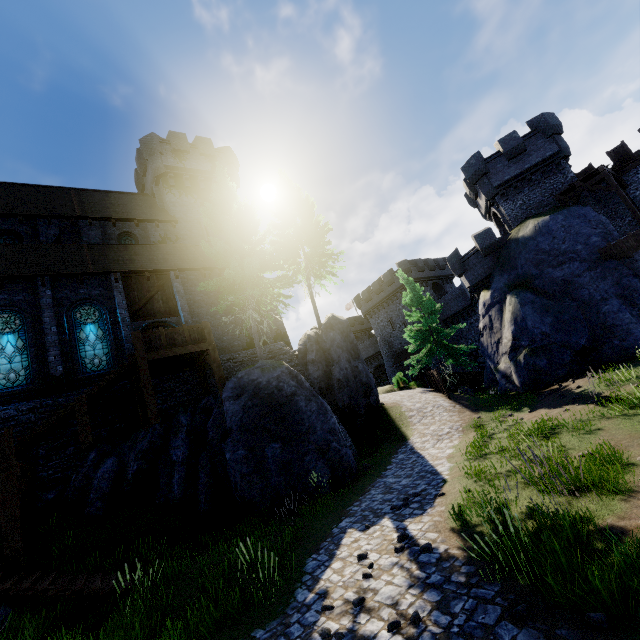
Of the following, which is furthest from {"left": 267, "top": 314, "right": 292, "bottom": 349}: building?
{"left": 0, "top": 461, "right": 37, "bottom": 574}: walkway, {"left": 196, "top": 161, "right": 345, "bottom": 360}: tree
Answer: {"left": 0, "top": 461, "right": 37, "bottom": 574}: walkway

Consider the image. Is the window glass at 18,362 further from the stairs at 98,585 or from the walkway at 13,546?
the stairs at 98,585

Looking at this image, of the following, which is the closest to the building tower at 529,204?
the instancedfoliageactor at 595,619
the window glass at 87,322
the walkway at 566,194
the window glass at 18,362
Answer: the walkway at 566,194

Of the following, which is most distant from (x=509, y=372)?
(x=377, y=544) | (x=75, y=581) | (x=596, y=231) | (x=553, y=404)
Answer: (x=75, y=581)

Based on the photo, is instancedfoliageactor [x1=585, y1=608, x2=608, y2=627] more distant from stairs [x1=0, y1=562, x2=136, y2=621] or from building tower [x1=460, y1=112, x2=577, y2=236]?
building tower [x1=460, y1=112, x2=577, y2=236]

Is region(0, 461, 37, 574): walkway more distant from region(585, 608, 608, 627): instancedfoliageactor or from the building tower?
the building tower

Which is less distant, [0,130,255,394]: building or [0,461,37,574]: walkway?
[0,461,37,574]: walkway

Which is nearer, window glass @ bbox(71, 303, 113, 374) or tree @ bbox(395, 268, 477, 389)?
window glass @ bbox(71, 303, 113, 374)
